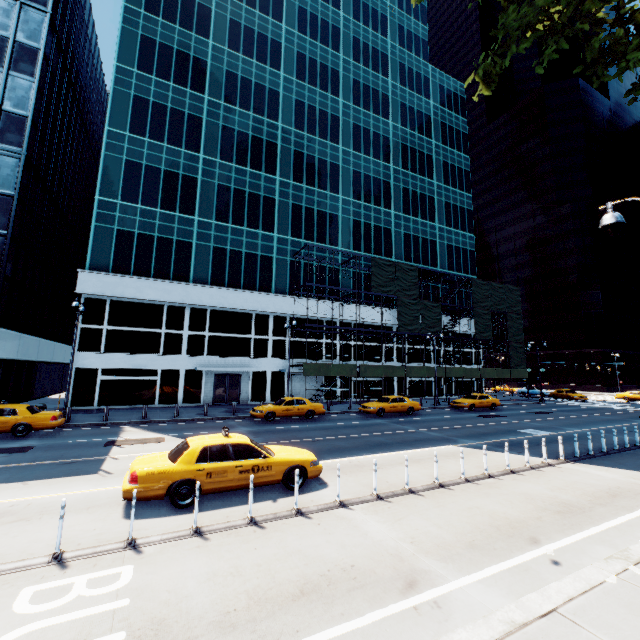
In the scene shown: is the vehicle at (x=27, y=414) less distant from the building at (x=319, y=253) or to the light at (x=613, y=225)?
the building at (x=319, y=253)

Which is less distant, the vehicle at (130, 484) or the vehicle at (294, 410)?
the vehicle at (130, 484)

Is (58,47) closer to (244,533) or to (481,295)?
(244,533)

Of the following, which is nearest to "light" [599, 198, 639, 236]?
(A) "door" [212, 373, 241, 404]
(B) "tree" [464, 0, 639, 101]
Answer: (B) "tree" [464, 0, 639, 101]

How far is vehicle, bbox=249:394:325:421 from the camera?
21.5m

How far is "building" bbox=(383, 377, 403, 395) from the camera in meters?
38.2

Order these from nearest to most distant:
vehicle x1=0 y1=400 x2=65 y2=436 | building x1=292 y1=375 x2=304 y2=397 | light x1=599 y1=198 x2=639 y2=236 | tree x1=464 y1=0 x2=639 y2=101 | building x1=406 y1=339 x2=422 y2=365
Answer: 1. tree x1=464 y1=0 x2=639 y2=101
2. light x1=599 y1=198 x2=639 y2=236
3. vehicle x1=0 y1=400 x2=65 y2=436
4. building x1=292 y1=375 x2=304 y2=397
5. building x1=406 y1=339 x2=422 y2=365

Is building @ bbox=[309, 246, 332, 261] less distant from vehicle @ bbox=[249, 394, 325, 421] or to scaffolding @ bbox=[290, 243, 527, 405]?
scaffolding @ bbox=[290, 243, 527, 405]
